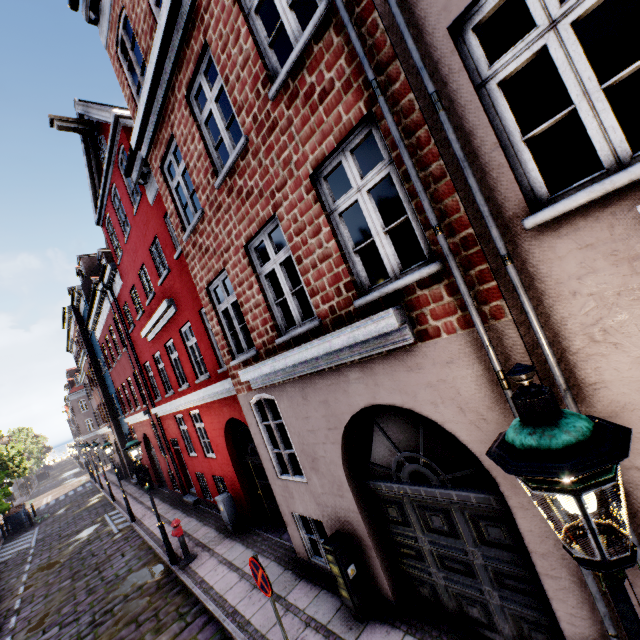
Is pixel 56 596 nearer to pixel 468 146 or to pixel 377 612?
pixel 377 612

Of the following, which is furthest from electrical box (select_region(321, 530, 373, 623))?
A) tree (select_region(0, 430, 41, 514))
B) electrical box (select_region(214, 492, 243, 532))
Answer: tree (select_region(0, 430, 41, 514))

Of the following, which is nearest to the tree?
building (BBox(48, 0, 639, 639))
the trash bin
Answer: the trash bin

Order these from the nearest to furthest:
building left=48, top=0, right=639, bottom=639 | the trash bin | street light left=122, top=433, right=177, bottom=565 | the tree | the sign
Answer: building left=48, top=0, right=639, bottom=639, the sign, street light left=122, top=433, right=177, bottom=565, the tree, the trash bin

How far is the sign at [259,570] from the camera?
4.3m

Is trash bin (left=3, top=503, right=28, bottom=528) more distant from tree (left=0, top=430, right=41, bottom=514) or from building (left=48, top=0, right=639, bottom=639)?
building (left=48, top=0, right=639, bottom=639)

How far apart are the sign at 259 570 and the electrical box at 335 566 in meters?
1.2

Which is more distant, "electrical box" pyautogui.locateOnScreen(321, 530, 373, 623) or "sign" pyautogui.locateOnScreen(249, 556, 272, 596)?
"electrical box" pyautogui.locateOnScreen(321, 530, 373, 623)
